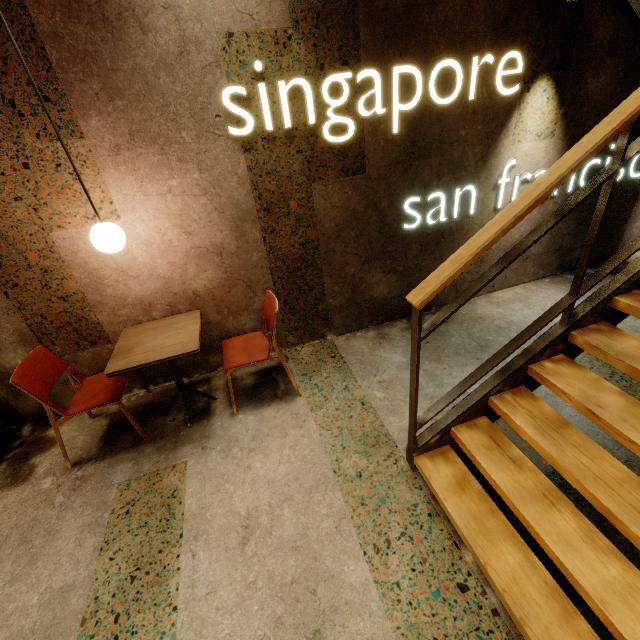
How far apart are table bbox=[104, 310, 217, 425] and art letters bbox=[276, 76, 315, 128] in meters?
1.7 m

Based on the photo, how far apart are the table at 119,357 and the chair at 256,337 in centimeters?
29cm

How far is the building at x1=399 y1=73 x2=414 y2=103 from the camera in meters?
2.5 m

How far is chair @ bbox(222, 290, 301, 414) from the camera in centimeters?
258cm

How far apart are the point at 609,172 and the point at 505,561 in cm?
187

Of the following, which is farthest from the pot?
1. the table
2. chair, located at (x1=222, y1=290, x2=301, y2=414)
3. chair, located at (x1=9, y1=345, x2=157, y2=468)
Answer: chair, located at (x1=222, y1=290, x2=301, y2=414)

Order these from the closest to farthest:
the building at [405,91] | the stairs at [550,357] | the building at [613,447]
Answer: the stairs at [550,357]
the building at [613,447]
the building at [405,91]

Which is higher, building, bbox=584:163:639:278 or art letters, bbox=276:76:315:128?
art letters, bbox=276:76:315:128
